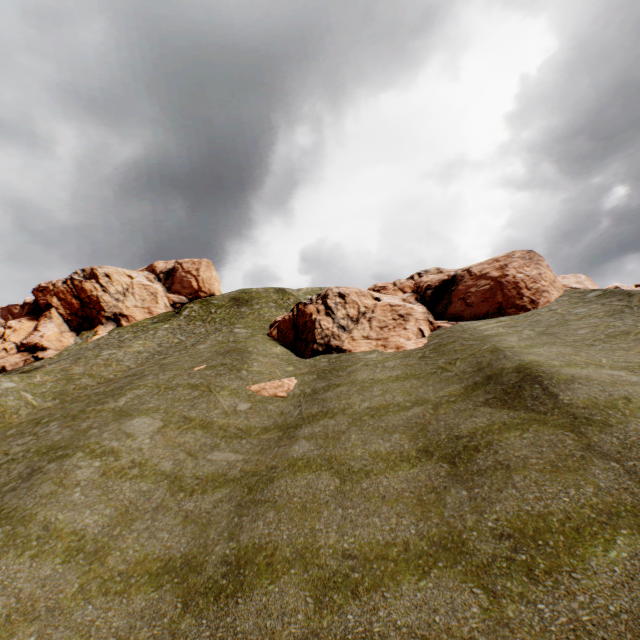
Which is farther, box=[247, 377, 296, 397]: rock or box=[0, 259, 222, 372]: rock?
box=[0, 259, 222, 372]: rock

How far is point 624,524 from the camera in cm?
535

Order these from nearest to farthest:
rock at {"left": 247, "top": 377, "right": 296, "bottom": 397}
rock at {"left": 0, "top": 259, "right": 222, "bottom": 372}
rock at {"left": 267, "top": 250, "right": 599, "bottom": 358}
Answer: rock at {"left": 247, "top": 377, "right": 296, "bottom": 397} → rock at {"left": 267, "top": 250, "right": 599, "bottom": 358} → rock at {"left": 0, "top": 259, "right": 222, "bottom": 372}

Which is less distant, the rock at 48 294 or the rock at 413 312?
the rock at 413 312

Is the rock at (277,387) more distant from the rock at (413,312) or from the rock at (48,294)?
the rock at (48,294)

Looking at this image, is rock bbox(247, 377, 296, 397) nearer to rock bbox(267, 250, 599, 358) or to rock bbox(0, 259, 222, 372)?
rock bbox(267, 250, 599, 358)

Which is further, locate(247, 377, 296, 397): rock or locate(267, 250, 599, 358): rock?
locate(267, 250, 599, 358): rock

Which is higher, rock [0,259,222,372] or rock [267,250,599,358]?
rock [0,259,222,372]
